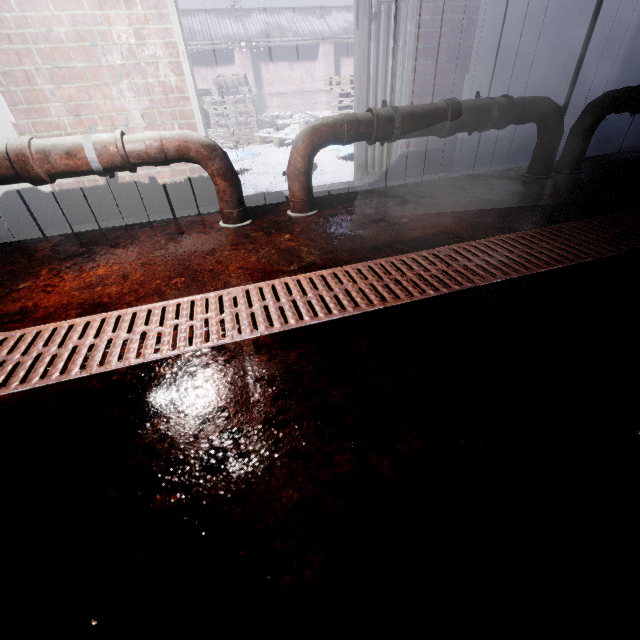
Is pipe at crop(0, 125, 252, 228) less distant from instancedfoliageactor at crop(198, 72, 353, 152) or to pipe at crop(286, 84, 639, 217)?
pipe at crop(286, 84, 639, 217)

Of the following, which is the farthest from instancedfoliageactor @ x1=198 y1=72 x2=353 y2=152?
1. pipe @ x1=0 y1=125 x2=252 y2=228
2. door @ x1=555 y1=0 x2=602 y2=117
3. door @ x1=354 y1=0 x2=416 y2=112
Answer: door @ x1=555 y1=0 x2=602 y2=117

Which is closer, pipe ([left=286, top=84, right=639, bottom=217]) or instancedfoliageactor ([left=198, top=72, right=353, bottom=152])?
pipe ([left=286, top=84, right=639, bottom=217])

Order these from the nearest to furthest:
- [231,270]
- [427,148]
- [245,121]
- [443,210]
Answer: [231,270] → [443,210] → [427,148] → [245,121]

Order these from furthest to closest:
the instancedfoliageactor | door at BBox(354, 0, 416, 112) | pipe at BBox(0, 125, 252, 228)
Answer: the instancedfoliageactor
door at BBox(354, 0, 416, 112)
pipe at BBox(0, 125, 252, 228)

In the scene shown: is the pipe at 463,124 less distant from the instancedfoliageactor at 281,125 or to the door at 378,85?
the door at 378,85

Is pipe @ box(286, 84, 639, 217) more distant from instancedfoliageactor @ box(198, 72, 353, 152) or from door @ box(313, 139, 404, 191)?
instancedfoliageactor @ box(198, 72, 353, 152)

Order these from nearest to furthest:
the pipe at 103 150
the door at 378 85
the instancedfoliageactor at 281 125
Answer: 1. the pipe at 103 150
2. the door at 378 85
3. the instancedfoliageactor at 281 125
